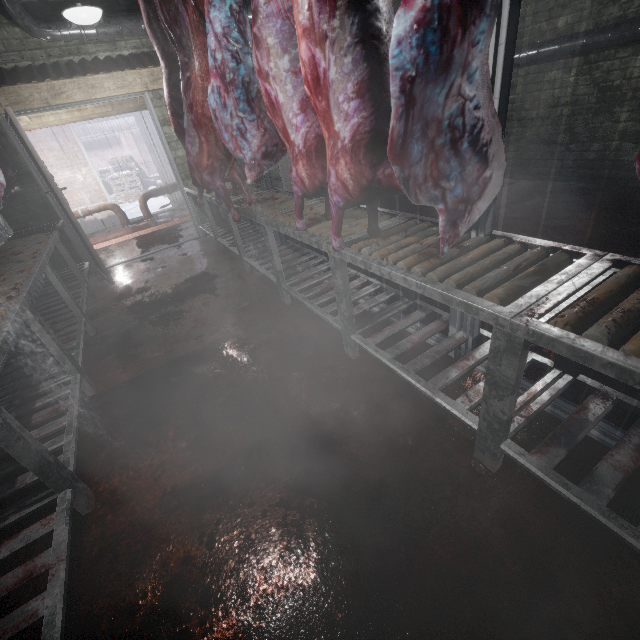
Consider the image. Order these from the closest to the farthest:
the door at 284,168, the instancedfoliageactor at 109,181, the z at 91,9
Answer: the z at 91,9, the door at 284,168, the instancedfoliageactor at 109,181

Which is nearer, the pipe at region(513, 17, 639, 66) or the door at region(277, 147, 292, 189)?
the pipe at region(513, 17, 639, 66)

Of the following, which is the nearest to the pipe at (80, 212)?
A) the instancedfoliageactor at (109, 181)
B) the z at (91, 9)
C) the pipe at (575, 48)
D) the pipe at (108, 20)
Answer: the instancedfoliageactor at (109, 181)

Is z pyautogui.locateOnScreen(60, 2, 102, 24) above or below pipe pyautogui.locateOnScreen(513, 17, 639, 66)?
above

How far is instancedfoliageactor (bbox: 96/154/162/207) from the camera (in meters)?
11.15

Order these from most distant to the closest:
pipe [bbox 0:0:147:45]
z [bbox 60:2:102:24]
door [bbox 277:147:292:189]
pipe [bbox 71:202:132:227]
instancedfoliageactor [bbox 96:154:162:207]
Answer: instancedfoliageactor [bbox 96:154:162:207], pipe [bbox 71:202:132:227], door [bbox 277:147:292:189], pipe [bbox 0:0:147:45], z [bbox 60:2:102:24]

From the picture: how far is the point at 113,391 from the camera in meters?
2.3

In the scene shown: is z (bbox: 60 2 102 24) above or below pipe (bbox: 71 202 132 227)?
above
